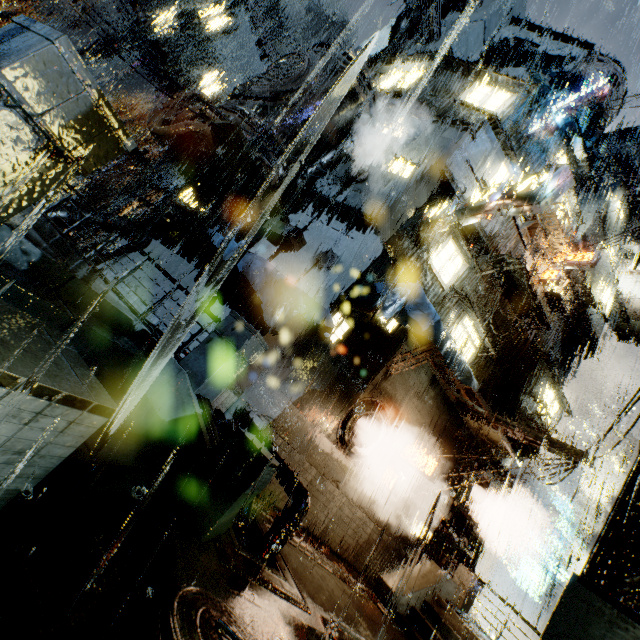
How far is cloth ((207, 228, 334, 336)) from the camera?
8.9m

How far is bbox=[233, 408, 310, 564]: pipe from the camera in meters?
6.3

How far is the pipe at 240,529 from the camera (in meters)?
6.06

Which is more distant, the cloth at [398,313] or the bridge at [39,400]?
the cloth at [398,313]

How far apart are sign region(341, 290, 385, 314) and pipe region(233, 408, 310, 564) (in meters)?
4.90

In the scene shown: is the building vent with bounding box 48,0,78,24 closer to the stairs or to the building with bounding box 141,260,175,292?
the building with bounding box 141,260,175,292

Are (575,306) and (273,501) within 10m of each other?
no

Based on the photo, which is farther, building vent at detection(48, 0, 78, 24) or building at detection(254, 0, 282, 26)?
building at detection(254, 0, 282, 26)
